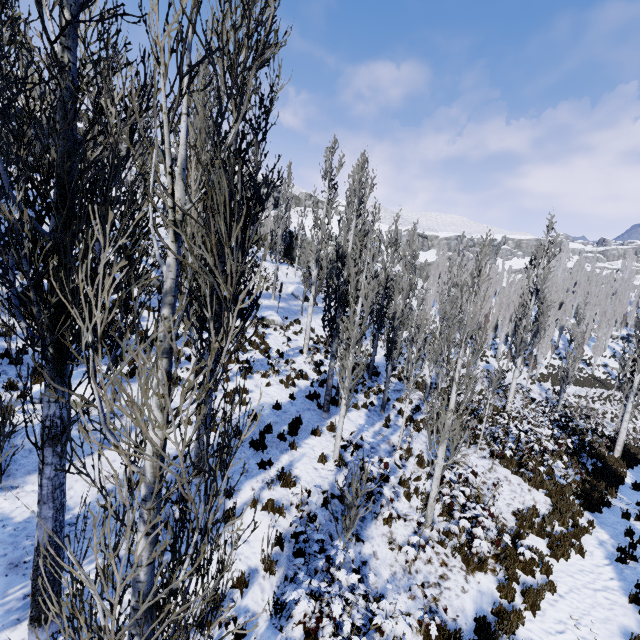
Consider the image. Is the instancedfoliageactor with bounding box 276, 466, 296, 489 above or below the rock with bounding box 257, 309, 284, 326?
below

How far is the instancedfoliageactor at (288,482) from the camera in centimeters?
815cm

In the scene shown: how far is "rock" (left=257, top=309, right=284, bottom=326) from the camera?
20.3m

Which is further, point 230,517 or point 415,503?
point 415,503

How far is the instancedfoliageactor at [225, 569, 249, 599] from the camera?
2.6 meters

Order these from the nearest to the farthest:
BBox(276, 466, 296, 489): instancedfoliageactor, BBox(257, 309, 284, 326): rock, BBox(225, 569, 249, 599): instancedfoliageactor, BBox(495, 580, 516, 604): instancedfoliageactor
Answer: Result:
BBox(225, 569, 249, 599): instancedfoliageactor
BBox(495, 580, 516, 604): instancedfoliageactor
BBox(276, 466, 296, 489): instancedfoliageactor
BBox(257, 309, 284, 326): rock

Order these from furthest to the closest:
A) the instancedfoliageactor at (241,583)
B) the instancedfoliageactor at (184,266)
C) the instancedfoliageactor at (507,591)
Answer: the instancedfoliageactor at (507,591), the instancedfoliageactor at (241,583), the instancedfoliageactor at (184,266)
